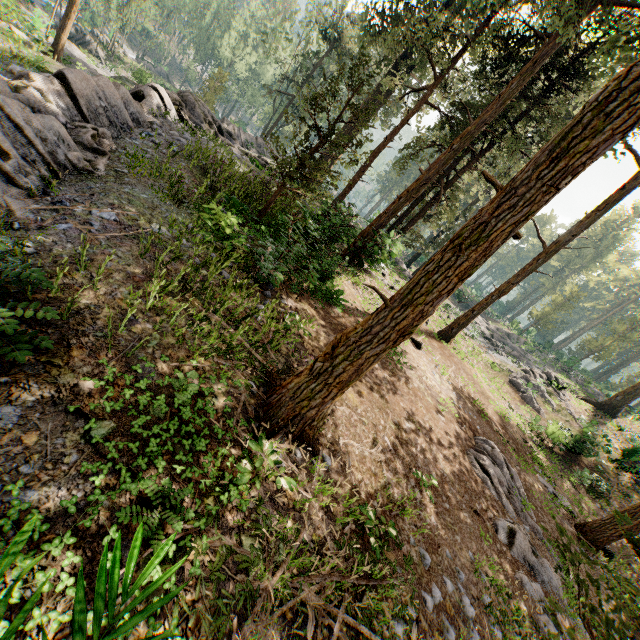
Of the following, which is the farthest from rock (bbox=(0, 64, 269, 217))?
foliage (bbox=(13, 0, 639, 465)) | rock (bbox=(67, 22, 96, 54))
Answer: rock (bbox=(67, 22, 96, 54))

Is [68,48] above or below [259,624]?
below

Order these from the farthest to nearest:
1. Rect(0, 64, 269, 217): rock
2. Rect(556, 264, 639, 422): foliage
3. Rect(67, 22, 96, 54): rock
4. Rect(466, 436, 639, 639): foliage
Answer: Rect(67, 22, 96, 54): rock < Rect(556, 264, 639, 422): foliage < Rect(0, 64, 269, 217): rock < Rect(466, 436, 639, 639): foliage

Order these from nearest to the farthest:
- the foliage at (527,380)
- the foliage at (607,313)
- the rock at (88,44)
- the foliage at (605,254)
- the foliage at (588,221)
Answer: the foliage at (588,221)
the foliage at (527,380)
the foliage at (607,313)
the rock at (88,44)
the foliage at (605,254)

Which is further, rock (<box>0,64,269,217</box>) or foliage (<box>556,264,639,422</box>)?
foliage (<box>556,264,639,422</box>)

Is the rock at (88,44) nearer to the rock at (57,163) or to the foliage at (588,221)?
the foliage at (588,221)

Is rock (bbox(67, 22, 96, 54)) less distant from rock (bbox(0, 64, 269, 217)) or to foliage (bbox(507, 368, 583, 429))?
foliage (bbox(507, 368, 583, 429))

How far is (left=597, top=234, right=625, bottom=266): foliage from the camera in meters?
58.6
